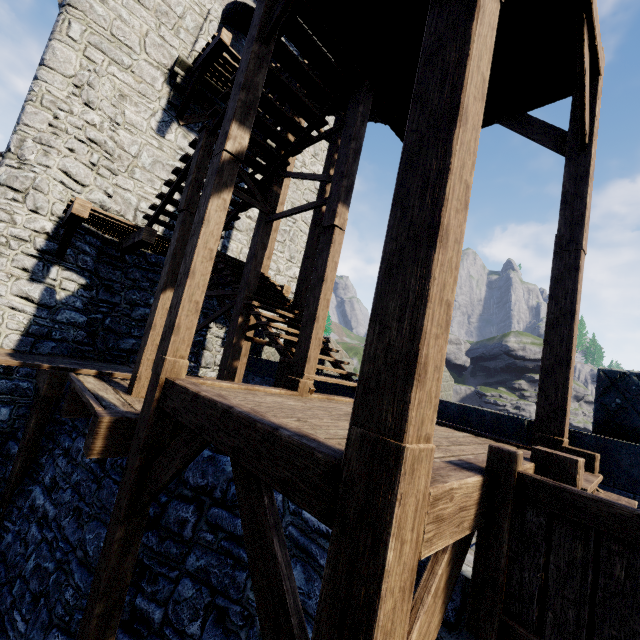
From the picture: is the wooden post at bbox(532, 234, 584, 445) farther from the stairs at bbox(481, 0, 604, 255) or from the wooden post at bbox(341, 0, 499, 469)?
the wooden post at bbox(341, 0, 499, 469)

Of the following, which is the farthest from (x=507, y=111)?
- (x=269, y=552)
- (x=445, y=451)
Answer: (x=269, y=552)

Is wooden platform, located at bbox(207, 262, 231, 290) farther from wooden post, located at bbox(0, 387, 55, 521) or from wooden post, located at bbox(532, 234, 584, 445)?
wooden post, located at bbox(532, 234, 584, 445)

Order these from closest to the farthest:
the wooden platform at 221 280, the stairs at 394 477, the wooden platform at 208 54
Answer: the stairs at 394 477, the wooden platform at 208 54, the wooden platform at 221 280

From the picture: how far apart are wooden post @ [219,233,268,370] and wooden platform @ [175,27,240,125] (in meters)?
5.72

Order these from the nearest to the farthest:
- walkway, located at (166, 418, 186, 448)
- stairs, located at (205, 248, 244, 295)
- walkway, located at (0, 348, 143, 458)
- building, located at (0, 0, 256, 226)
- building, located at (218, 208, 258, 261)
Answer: walkway, located at (0, 348, 143, 458)
walkway, located at (166, 418, 186, 448)
stairs, located at (205, 248, 244, 295)
building, located at (0, 0, 256, 226)
building, located at (218, 208, 258, 261)

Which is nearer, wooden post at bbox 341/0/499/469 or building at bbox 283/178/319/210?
wooden post at bbox 341/0/499/469

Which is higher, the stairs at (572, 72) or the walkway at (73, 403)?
the stairs at (572, 72)
